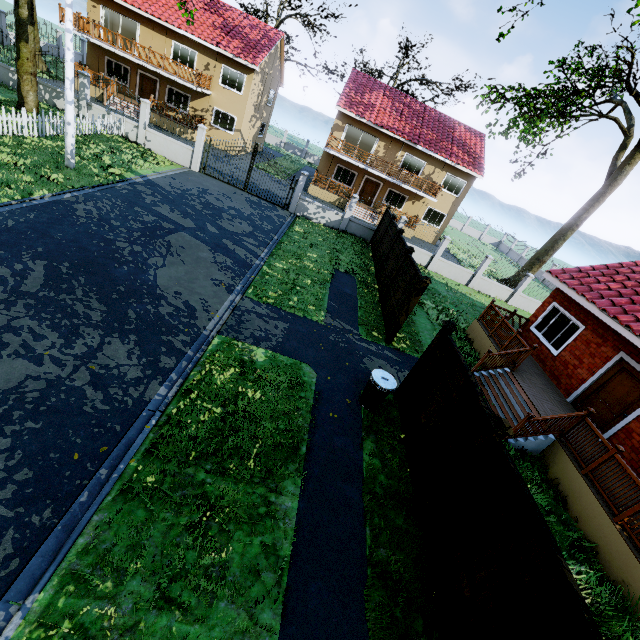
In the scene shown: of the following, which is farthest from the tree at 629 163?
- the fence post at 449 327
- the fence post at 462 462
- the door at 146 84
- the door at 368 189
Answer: the door at 368 189

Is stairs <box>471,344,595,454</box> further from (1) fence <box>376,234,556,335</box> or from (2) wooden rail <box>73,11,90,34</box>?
(2) wooden rail <box>73,11,90,34</box>

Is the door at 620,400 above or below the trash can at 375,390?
above

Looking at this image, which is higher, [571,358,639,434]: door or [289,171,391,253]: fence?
[571,358,639,434]: door

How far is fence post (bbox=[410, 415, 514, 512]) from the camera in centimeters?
481cm

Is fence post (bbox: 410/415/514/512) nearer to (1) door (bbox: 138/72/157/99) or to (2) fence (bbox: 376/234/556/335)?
(2) fence (bbox: 376/234/556/335)

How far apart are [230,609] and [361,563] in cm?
204

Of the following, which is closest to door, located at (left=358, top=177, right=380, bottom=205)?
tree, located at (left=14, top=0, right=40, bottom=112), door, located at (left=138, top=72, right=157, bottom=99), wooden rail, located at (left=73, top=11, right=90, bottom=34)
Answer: tree, located at (left=14, top=0, right=40, bottom=112)
